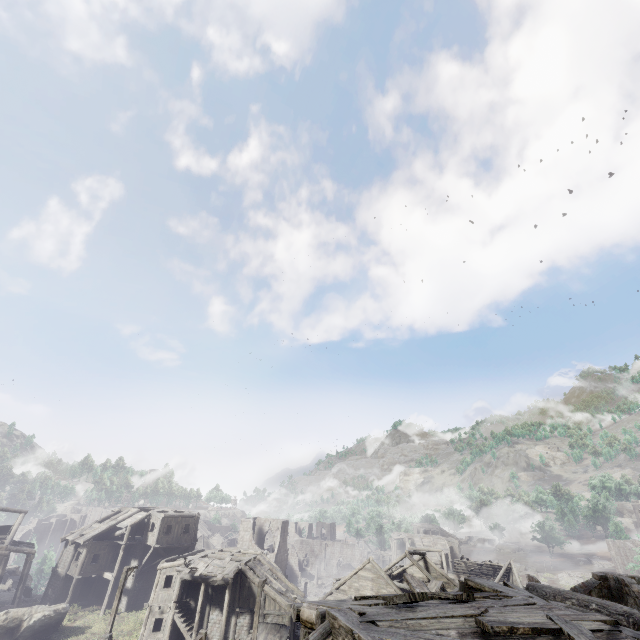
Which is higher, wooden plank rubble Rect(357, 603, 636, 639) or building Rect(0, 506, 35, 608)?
wooden plank rubble Rect(357, 603, 636, 639)

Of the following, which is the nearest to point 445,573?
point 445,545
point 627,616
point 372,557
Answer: point 372,557

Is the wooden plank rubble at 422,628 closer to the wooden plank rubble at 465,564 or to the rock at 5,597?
the rock at 5,597

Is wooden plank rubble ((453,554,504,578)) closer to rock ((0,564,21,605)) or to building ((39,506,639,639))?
building ((39,506,639,639))

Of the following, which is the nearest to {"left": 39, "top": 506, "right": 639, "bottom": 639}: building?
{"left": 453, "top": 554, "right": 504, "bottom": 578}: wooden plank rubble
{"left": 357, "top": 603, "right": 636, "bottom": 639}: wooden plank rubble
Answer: {"left": 453, "top": 554, "right": 504, "bottom": 578}: wooden plank rubble

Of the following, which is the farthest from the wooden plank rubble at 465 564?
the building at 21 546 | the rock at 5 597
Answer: the rock at 5 597

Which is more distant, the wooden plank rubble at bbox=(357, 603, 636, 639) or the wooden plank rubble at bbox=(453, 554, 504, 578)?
the wooden plank rubble at bbox=(453, 554, 504, 578)
